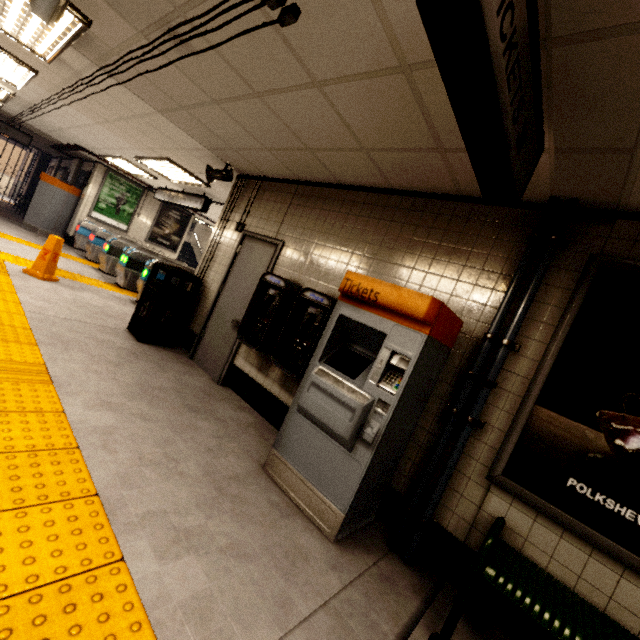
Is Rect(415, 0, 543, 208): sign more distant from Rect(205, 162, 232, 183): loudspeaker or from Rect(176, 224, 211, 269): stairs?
Rect(176, 224, 211, 269): stairs

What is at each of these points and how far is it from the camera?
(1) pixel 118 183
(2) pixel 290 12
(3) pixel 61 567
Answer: (1) sign, 11.2m
(2) exterior wiring, 1.8m
(3) groundtactileadastrip, 1.4m

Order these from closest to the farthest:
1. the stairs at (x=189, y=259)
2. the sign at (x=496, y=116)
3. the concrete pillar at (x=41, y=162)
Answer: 1. the sign at (x=496, y=116)
2. the concrete pillar at (x=41, y=162)
3. the stairs at (x=189, y=259)

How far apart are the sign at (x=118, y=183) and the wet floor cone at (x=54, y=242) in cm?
635

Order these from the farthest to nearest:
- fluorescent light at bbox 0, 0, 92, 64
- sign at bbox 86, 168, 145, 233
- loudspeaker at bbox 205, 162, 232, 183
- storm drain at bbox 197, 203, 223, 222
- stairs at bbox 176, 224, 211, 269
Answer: stairs at bbox 176, 224, 211, 269 → sign at bbox 86, 168, 145, 233 → storm drain at bbox 197, 203, 223, 222 → loudspeaker at bbox 205, 162, 232, 183 → fluorescent light at bbox 0, 0, 92, 64

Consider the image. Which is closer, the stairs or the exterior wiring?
the exterior wiring

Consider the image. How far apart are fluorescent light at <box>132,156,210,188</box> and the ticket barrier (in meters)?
2.15

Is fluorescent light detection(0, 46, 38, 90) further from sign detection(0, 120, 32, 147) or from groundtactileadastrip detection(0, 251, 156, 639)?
sign detection(0, 120, 32, 147)
